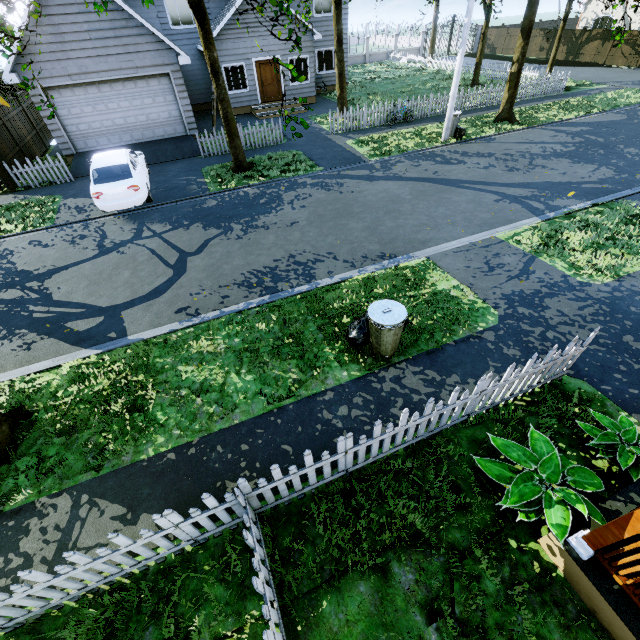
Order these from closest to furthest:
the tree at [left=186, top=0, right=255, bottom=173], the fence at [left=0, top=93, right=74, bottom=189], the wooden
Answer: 1. the wooden
2. the tree at [left=186, top=0, right=255, bottom=173]
3. the fence at [left=0, top=93, right=74, bottom=189]

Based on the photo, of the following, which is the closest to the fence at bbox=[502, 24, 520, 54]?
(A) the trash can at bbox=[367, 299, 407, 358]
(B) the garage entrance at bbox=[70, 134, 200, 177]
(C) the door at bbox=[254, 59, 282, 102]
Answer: (B) the garage entrance at bbox=[70, 134, 200, 177]

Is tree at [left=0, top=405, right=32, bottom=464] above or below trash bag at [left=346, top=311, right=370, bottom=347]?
below

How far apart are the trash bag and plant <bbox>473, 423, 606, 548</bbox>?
2.4m

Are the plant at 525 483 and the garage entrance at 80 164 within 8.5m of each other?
no

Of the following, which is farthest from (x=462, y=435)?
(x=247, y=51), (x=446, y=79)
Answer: (x=446, y=79)

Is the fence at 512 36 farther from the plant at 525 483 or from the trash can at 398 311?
the trash can at 398 311

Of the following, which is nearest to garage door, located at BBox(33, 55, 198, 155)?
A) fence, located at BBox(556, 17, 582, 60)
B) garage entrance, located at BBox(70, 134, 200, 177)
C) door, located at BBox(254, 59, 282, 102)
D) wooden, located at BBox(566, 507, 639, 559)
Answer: garage entrance, located at BBox(70, 134, 200, 177)
